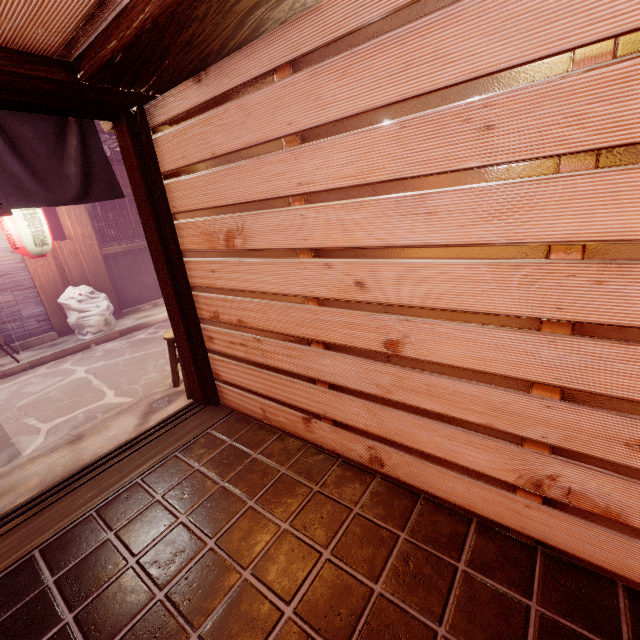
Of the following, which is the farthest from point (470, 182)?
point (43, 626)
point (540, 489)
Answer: point (43, 626)

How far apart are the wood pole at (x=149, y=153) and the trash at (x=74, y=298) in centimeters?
790cm

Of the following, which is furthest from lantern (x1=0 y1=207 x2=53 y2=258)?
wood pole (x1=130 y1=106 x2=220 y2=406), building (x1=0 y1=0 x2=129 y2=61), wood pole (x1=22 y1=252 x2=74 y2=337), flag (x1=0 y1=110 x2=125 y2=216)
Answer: building (x1=0 y1=0 x2=129 y2=61)

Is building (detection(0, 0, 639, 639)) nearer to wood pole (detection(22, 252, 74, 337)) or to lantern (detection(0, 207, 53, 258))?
lantern (detection(0, 207, 53, 258))

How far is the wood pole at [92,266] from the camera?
11.9m

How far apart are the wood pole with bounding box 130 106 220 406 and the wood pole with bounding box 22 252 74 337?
9.4m

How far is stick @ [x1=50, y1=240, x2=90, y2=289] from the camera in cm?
1171

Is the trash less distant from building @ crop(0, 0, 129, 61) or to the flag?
the flag
